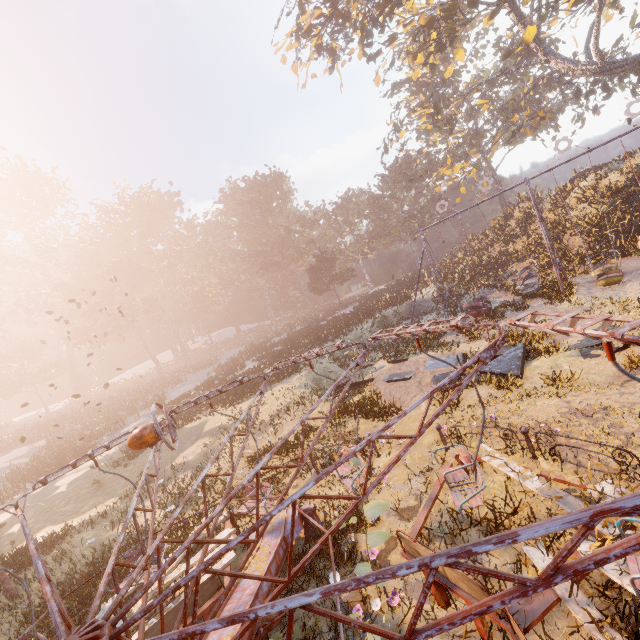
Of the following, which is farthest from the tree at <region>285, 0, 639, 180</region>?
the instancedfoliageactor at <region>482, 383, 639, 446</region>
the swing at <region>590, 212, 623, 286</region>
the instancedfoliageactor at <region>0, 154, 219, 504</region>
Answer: the instancedfoliageactor at <region>0, 154, 219, 504</region>

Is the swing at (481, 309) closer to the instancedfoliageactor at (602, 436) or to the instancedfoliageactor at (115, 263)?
the instancedfoliageactor at (602, 436)

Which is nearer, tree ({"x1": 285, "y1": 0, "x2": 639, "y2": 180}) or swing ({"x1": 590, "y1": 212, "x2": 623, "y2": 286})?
swing ({"x1": 590, "y1": 212, "x2": 623, "y2": 286})

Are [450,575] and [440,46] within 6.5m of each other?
no

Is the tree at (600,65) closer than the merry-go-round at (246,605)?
No

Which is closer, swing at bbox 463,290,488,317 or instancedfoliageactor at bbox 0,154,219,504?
swing at bbox 463,290,488,317

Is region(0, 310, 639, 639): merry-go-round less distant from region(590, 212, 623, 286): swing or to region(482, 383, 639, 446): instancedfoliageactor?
region(482, 383, 639, 446): instancedfoliageactor

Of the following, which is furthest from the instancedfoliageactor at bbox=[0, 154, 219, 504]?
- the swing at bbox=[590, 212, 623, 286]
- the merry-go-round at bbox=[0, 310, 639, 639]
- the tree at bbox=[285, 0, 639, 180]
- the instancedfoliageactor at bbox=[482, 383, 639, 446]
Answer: the tree at bbox=[285, 0, 639, 180]
